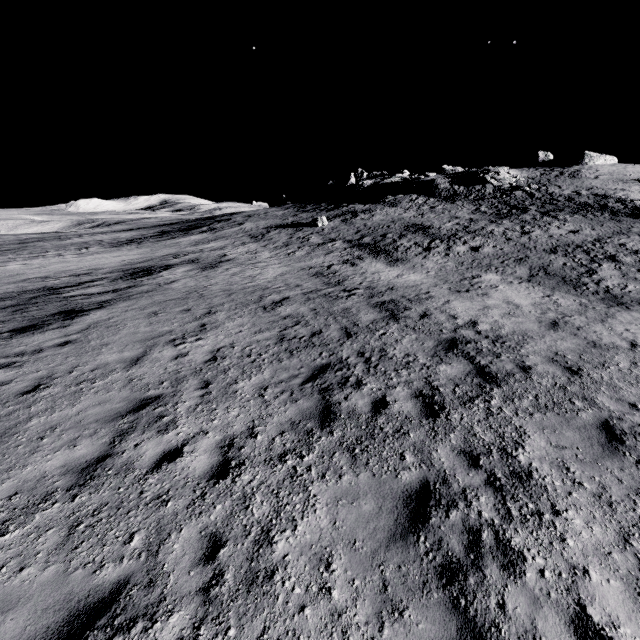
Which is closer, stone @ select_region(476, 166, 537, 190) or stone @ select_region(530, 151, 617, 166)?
stone @ select_region(476, 166, 537, 190)

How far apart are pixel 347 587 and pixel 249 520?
1.5m

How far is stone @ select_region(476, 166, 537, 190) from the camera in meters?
40.8

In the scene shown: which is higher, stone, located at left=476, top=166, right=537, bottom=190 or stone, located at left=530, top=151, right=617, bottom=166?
stone, located at left=530, top=151, right=617, bottom=166

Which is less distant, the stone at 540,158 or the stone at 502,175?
the stone at 502,175

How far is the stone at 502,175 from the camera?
40.8m

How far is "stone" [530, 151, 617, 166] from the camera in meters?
51.8
